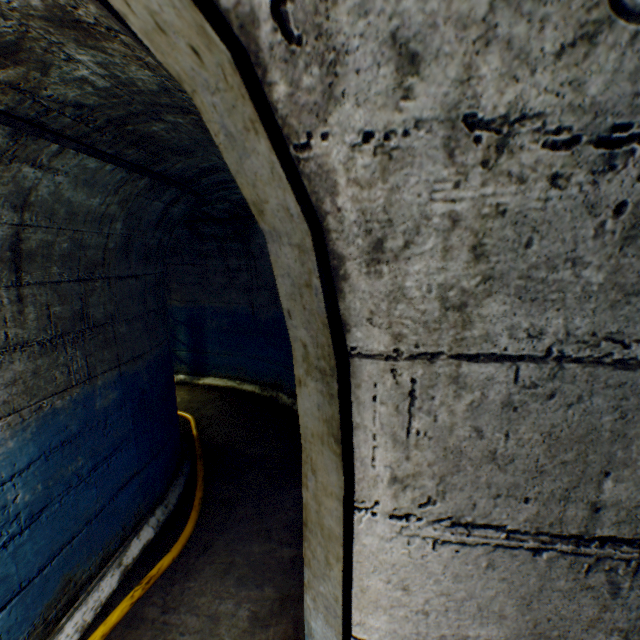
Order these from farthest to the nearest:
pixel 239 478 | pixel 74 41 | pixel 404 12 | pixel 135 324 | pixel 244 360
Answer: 1. pixel 244 360
2. pixel 239 478
3. pixel 135 324
4. pixel 74 41
5. pixel 404 12

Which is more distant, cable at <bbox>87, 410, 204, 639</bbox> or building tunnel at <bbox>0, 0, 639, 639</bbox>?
cable at <bbox>87, 410, 204, 639</bbox>

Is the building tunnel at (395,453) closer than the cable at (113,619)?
Yes
